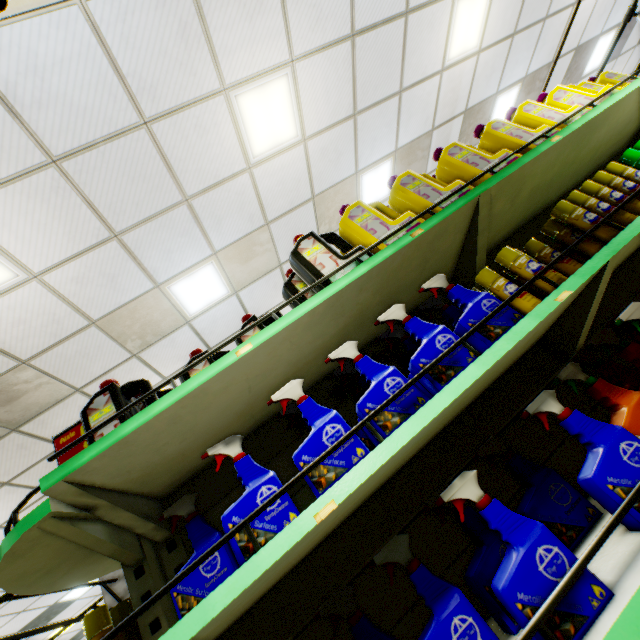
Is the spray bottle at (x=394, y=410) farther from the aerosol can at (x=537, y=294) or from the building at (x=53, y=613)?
the building at (x=53, y=613)

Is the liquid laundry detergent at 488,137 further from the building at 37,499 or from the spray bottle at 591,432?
the building at 37,499

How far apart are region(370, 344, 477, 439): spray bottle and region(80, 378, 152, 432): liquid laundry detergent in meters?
0.2 m

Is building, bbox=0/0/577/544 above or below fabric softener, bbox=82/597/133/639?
above

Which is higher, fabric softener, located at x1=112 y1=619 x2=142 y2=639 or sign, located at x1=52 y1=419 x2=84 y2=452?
sign, located at x1=52 y1=419 x2=84 y2=452

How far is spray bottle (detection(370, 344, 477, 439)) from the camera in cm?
108

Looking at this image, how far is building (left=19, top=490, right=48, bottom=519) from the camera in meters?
5.5

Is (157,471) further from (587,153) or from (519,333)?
(587,153)
